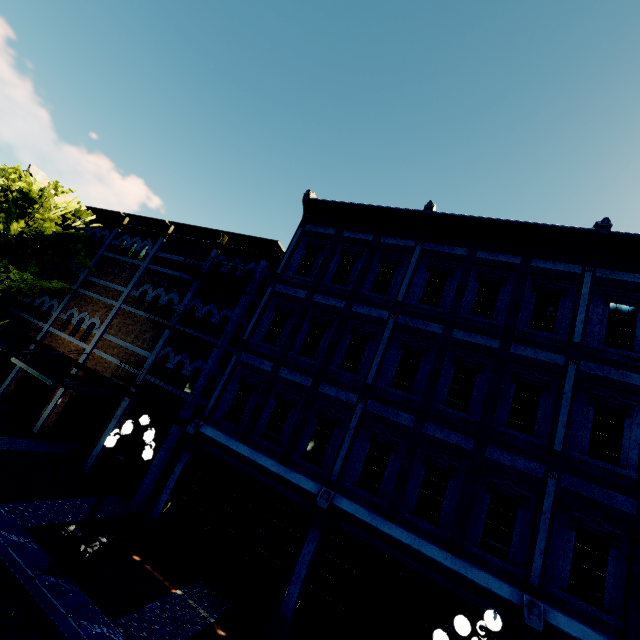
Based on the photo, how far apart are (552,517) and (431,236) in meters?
8.8

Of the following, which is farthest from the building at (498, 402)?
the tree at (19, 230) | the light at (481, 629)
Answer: the light at (481, 629)

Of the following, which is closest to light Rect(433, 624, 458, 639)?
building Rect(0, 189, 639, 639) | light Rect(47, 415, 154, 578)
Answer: building Rect(0, 189, 639, 639)

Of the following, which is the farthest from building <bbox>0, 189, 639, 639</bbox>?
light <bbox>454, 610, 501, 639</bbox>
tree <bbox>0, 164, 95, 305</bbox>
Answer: light <bbox>454, 610, 501, 639</bbox>

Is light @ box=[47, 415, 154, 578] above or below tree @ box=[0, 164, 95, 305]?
below

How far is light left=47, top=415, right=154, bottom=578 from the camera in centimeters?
727cm

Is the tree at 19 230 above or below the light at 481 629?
above

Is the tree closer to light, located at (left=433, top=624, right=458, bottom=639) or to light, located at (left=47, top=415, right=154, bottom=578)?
light, located at (left=433, top=624, right=458, bottom=639)
